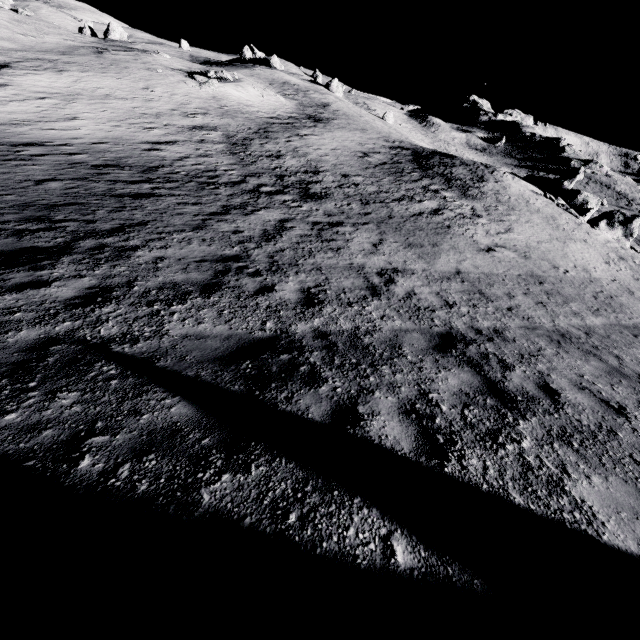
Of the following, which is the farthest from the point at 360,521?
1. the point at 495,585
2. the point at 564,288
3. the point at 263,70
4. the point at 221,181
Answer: the point at 263,70

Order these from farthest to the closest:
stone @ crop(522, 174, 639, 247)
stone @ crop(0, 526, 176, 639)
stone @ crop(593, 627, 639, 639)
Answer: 1. stone @ crop(522, 174, 639, 247)
2. stone @ crop(593, 627, 639, 639)
3. stone @ crop(0, 526, 176, 639)

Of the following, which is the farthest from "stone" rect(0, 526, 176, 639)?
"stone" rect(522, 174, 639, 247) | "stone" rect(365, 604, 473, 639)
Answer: "stone" rect(522, 174, 639, 247)

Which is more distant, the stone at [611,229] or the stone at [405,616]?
the stone at [611,229]

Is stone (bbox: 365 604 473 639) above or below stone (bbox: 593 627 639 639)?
above

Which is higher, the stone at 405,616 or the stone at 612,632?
the stone at 405,616
